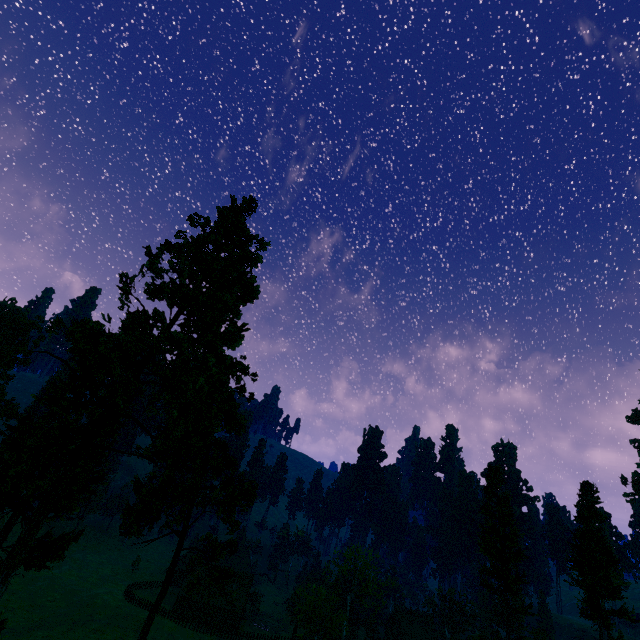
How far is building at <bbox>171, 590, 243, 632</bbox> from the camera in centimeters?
5831cm

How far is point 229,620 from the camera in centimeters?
5856cm

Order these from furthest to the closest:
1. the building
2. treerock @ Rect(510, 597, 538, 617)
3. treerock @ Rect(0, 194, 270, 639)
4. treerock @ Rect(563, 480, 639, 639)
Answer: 1. the building
2. treerock @ Rect(563, 480, 639, 639)
3. treerock @ Rect(510, 597, 538, 617)
4. treerock @ Rect(0, 194, 270, 639)

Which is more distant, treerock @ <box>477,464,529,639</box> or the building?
the building

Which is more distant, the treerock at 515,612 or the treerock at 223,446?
the treerock at 515,612

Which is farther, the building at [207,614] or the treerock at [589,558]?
the building at [207,614]

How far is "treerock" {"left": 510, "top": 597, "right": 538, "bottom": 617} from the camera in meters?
31.4
